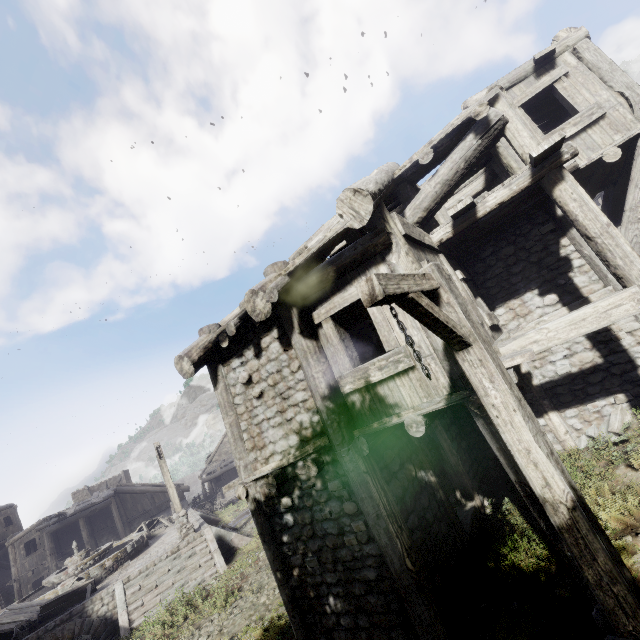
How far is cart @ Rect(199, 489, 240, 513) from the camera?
26.3 meters

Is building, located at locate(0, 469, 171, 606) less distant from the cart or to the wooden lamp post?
the wooden lamp post

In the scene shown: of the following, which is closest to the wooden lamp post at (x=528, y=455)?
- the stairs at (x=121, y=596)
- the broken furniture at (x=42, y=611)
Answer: the stairs at (x=121, y=596)

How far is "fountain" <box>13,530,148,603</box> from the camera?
15.01m

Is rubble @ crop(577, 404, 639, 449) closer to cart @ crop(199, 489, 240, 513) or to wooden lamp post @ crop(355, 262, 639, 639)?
wooden lamp post @ crop(355, 262, 639, 639)

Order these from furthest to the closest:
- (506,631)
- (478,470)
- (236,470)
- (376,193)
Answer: (236,470)
(478,470)
(376,193)
(506,631)

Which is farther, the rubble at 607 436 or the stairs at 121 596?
the stairs at 121 596

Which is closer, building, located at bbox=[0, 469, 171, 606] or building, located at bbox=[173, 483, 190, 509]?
building, located at bbox=[0, 469, 171, 606]
